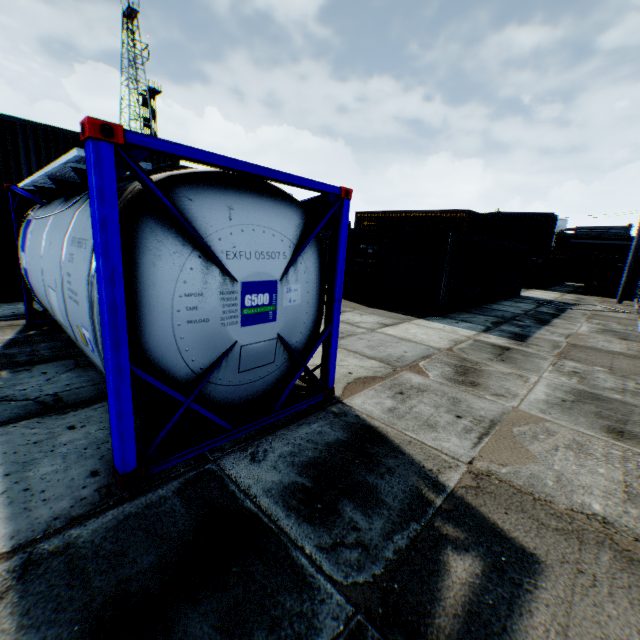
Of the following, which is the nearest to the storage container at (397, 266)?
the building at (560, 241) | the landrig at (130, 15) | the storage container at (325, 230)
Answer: the storage container at (325, 230)

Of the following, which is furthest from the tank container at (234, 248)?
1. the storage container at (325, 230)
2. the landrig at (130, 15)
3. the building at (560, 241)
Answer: the building at (560, 241)

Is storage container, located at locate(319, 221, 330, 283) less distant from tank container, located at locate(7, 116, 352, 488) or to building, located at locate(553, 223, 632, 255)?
tank container, located at locate(7, 116, 352, 488)

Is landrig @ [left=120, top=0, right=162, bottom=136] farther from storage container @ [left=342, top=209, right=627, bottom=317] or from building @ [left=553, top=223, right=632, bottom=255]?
building @ [left=553, top=223, right=632, bottom=255]

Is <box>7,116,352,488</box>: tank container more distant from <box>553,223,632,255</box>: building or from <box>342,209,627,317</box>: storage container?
<box>553,223,632,255</box>: building

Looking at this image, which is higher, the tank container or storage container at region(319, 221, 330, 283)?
storage container at region(319, 221, 330, 283)

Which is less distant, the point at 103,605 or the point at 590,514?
the point at 103,605

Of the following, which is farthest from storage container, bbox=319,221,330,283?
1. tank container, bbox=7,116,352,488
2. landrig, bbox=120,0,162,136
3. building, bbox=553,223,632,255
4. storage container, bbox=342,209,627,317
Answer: building, bbox=553,223,632,255
